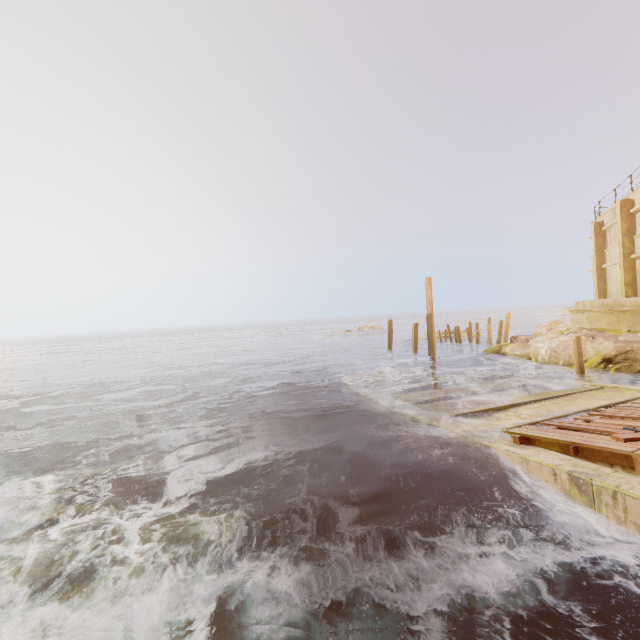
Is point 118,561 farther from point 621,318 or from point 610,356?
point 621,318

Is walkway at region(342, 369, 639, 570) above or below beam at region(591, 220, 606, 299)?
below

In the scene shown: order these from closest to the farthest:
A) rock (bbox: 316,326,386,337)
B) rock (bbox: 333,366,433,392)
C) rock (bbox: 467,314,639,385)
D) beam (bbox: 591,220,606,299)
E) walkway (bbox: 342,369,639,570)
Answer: walkway (bbox: 342,369,639,570), rock (bbox: 467,314,639,385), rock (bbox: 333,366,433,392), beam (bbox: 591,220,606,299), rock (bbox: 316,326,386,337)

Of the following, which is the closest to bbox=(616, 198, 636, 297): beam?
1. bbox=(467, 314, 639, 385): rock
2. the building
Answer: the building

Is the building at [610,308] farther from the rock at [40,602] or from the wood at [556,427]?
the rock at [40,602]

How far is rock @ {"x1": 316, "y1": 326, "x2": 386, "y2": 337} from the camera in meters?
52.2 m

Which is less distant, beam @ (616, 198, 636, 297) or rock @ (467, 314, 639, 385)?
rock @ (467, 314, 639, 385)

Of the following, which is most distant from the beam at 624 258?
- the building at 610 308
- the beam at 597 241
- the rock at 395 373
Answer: the rock at 395 373
